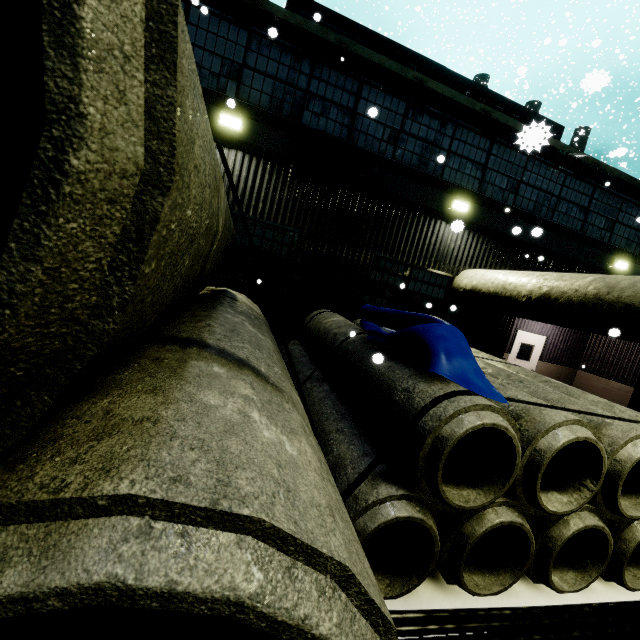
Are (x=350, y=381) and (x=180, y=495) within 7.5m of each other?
yes

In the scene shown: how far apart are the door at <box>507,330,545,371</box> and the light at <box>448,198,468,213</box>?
6.1 meters

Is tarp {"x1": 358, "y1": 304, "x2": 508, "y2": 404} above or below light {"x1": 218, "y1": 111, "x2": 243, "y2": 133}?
below

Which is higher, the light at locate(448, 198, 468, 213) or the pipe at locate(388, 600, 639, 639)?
Answer: the light at locate(448, 198, 468, 213)

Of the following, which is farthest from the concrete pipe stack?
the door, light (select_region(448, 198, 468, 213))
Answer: light (select_region(448, 198, 468, 213))

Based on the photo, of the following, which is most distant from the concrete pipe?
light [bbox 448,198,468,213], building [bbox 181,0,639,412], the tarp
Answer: light [bbox 448,198,468,213]

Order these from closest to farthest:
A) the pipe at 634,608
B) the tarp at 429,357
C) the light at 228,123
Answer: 1. the pipe at 634,608
2. the tarp at 429,357
3. the light at 228,123

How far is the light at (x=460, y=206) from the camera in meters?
8.3 m
